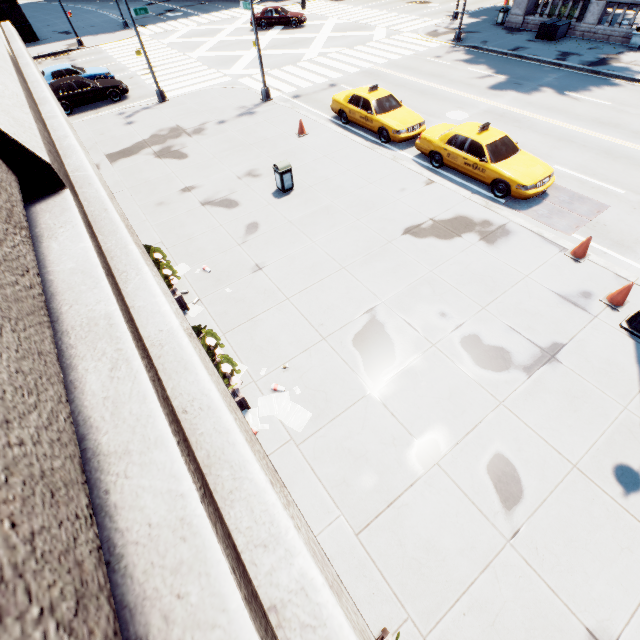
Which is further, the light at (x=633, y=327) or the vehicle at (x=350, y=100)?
the vehicle at (x=350, y=100)

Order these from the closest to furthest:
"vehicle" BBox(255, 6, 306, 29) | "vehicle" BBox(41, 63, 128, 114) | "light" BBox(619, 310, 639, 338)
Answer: "light" BBox(619, 310, 639, 338) → "vehicle" BBox(41, 63, 128, 114) → "vehicle" BBox(255, 6, 306, 29)

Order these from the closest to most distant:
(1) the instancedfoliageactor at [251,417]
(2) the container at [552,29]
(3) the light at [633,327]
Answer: (1) the instancedfoliageactor at [251,417]
(3) the light at [633,327]
(2) the container at [552,29]

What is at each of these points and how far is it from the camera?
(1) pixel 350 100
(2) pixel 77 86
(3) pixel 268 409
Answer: (1) vehicle, 15.4 meters
(2) vehicle, 19.2 meters
(3) instancedfoliageactor, 7.0 meters

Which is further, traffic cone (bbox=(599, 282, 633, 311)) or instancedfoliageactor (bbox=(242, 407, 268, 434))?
traffic cone (bbox=(599, 282, 633, 311))

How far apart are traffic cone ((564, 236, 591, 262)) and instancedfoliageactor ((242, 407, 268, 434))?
8.7 meters

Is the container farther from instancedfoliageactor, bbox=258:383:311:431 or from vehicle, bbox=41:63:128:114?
instancedfoliageactor, bbox=258:383:311:431

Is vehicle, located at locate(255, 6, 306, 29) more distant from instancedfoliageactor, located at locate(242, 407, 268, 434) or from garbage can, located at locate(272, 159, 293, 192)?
instancedfoliageactor, located at locate(242, 407, 268, 434)
